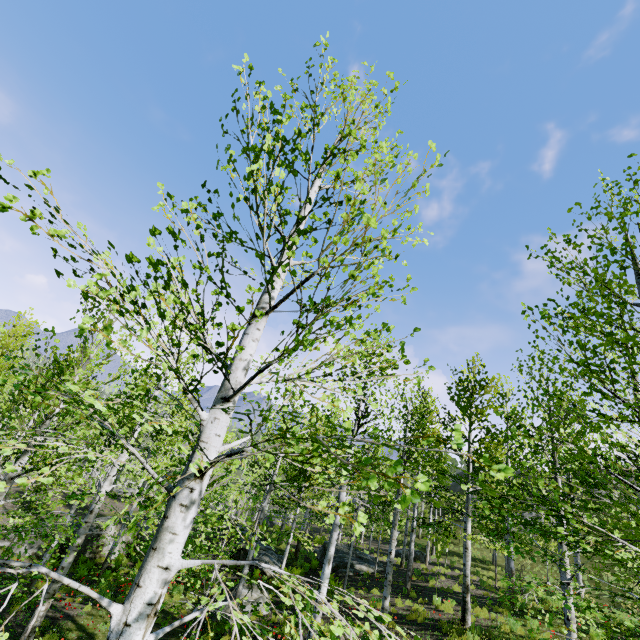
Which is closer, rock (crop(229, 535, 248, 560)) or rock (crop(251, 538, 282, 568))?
rock (crop(251, 538, 282, 568))

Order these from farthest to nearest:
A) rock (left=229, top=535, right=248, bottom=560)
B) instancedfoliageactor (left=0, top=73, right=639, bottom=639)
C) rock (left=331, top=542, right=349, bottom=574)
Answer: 1. rock (left=229, top=535, right=248, bottom=560)
2. rock (left=331, top=542, right=349, bottom=574)
3. instancedfoliageactor (left=0, top=73, right=639, bottom=639)

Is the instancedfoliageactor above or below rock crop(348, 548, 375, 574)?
above

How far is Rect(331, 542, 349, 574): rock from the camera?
18.91m

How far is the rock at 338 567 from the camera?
18.9 meters

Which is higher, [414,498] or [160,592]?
[414,498]

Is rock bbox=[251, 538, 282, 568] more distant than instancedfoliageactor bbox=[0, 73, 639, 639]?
Yes
